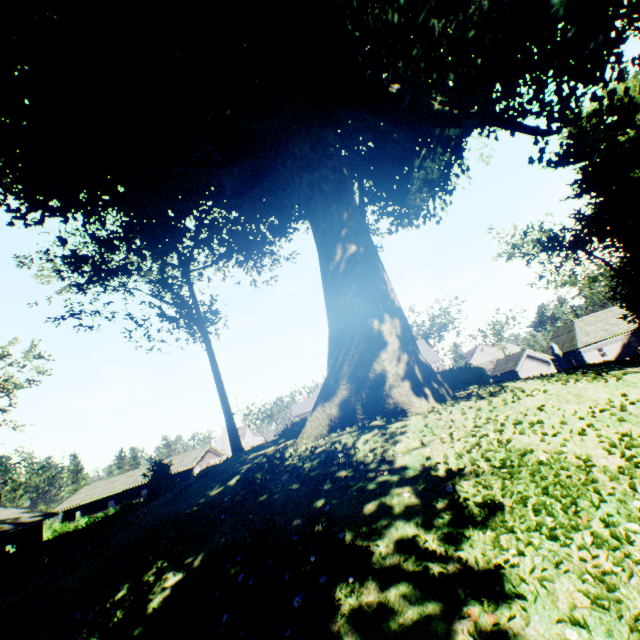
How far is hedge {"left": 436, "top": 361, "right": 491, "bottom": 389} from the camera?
13.6 meters

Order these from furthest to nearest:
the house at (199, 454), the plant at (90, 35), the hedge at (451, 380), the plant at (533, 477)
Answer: the house at (199, 454)
the hedge at (451, 380)
the plant at (90, 35)
the plant at (533, 477)

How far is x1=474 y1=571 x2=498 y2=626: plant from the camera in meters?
2.9 m

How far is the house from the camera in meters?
45.3 m

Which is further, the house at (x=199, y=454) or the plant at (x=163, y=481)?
the house at (x=199, y=454)

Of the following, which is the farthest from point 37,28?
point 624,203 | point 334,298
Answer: point 624,203

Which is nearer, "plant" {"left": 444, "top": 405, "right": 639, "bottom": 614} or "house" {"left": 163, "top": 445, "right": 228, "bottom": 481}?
"plant" {"left": 444, "top": 405, "right": 639, "bottom": 614}
